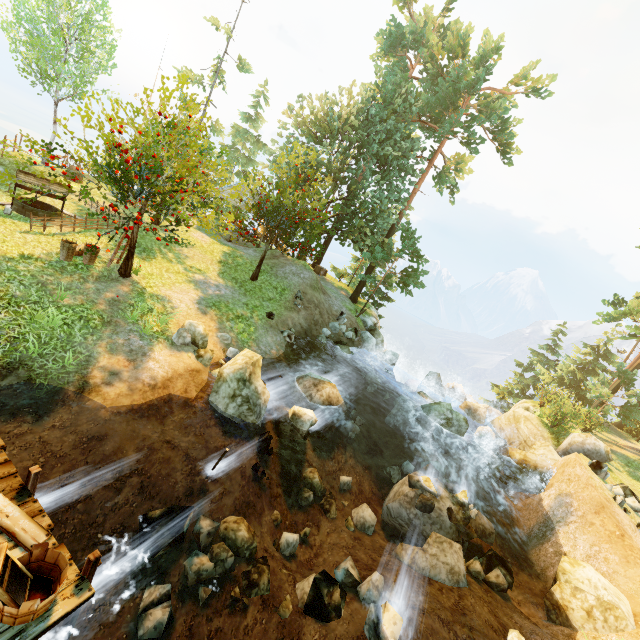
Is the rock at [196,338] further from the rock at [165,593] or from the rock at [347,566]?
the rock at [347,566]

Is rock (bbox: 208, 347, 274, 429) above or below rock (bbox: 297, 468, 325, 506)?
above

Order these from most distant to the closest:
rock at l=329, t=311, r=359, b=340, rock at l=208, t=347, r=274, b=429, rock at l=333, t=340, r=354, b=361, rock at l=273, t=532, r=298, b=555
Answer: rock at l=329, t=311, r=359, b=340 → rock at l=333, t=340, r=354, b=361 → rock at l=208, t=347, r=274, b=429 → rock at l=273, t=532, r=298, b=555

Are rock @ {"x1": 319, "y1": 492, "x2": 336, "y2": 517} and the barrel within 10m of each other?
no

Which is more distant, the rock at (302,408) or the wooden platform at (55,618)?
the rock at (302,408)

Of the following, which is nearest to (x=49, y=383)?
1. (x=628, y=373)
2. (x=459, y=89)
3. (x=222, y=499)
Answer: (x=222, y=499)

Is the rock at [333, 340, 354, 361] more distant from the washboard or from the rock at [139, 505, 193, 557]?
the washboard

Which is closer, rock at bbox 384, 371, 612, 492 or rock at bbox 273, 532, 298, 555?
rock at bbox 273, 532, 298, 555
